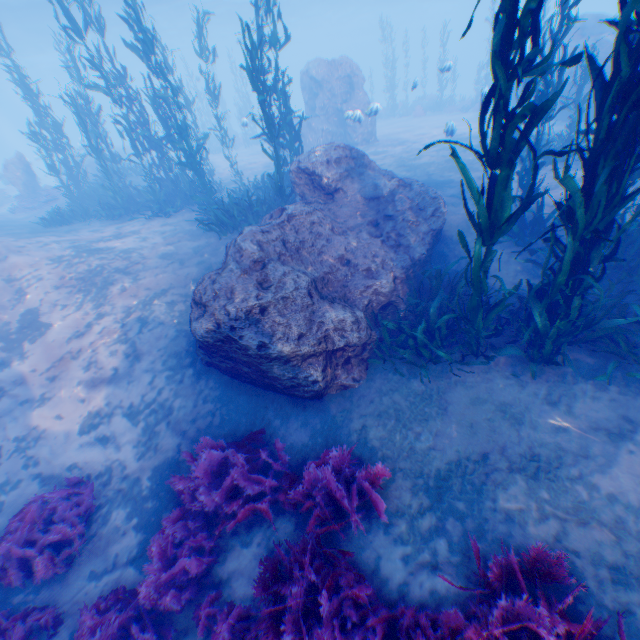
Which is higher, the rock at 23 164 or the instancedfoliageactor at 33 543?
the rock at 23 164

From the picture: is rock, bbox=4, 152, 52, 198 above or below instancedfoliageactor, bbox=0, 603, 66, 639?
above

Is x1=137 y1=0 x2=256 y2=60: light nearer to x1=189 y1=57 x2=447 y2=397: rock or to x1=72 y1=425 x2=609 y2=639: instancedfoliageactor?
x1=189 y1=57 x2=447 y2=397: rock

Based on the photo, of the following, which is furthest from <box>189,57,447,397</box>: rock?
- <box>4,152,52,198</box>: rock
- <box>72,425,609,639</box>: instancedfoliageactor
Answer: <box>4,152,52,198</box>: rock

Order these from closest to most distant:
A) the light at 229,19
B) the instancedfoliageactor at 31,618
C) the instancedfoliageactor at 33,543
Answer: the instancedfoliageactor at 31,618 < the instancedfoliageactor at 33,543 < the light at 229,19

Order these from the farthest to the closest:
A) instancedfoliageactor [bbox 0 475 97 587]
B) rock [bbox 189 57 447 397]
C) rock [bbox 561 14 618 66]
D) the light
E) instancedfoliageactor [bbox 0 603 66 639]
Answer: the light, rock [bbox 561 14 618 66], rock [bbox 189 57 447 397], instancedfoliageactor [bbox 0 475 97 587], instancedfoliageactor [bbox 0 603 66 639]

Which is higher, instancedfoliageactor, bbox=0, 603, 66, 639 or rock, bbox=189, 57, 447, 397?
rock, bbox=189, 57, 447, 397

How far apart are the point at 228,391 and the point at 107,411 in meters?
2.4
